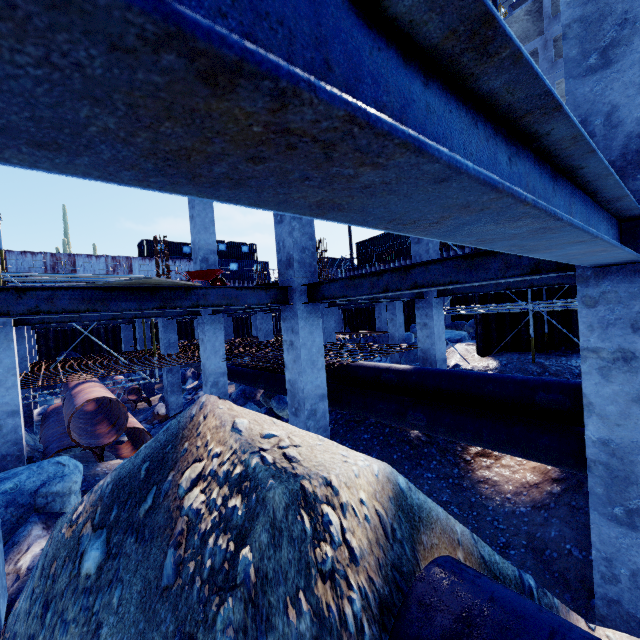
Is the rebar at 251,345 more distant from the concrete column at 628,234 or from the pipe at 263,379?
the concrete column at 628,234

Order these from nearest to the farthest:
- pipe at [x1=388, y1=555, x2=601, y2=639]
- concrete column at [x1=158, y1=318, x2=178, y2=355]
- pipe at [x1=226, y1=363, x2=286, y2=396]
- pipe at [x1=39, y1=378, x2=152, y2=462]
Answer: pipe at [x1=388, y1=555, x2=601, y2=639]
pipe at [x1=39, y1=378, x2=152, y2=462]
pipe at [x1=226, y1=363, x2=286, y2=396]
concrete column at [x1=158, y1=318, x2=178, y2=355]

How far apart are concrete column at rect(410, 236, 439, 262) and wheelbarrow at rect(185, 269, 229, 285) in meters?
5.6 m

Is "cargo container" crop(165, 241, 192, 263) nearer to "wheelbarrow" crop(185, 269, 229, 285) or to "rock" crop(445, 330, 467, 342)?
"rock" crop(445, 330, 467, 342)

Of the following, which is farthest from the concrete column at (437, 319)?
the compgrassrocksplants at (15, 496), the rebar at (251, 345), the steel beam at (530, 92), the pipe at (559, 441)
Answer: the compgrassrocksplants at (15, 496)

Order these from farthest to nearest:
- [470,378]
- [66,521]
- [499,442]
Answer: [470,378]
[499,442]
[66,521]

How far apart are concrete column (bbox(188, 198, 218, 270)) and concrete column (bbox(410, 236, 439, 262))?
6.2m

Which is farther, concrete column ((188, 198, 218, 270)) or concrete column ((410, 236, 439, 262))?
concrete column ((188, 198, 218, 270))
